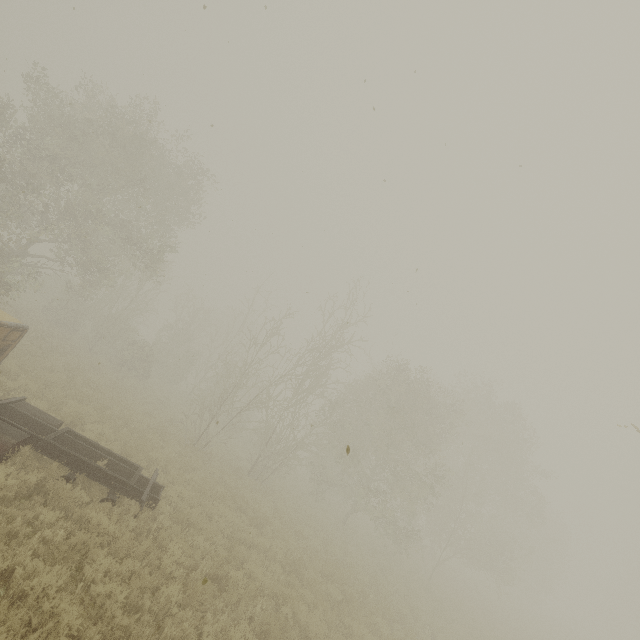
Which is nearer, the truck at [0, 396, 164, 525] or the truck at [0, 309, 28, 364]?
the truck at [0, 396, 164, 525]

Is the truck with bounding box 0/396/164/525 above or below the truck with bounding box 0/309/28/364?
below

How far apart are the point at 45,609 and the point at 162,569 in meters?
2.9

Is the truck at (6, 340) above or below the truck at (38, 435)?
above

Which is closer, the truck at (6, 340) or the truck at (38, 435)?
the truck at (38, 435)
